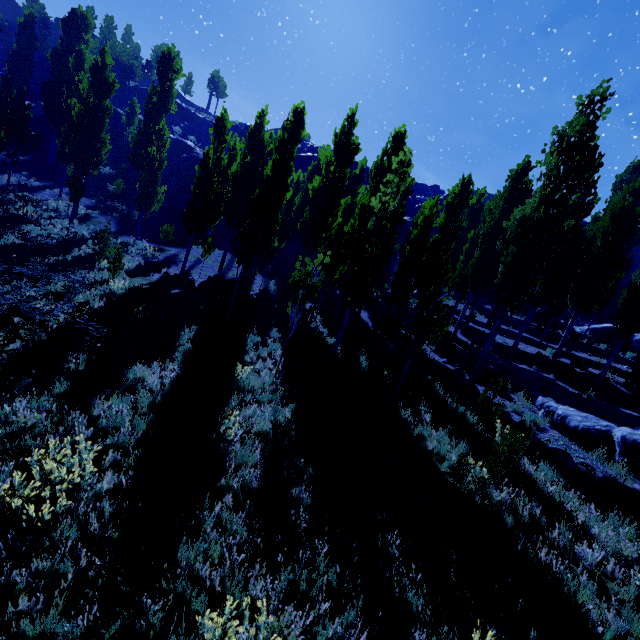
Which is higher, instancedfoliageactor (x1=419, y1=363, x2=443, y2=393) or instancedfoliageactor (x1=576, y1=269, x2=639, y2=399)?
instancedfoliageactor (x1=576, y1=269, x2=639, y2=399)

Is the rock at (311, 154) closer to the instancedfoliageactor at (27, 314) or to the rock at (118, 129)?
the rock at (118, 129)

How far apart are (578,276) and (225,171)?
24.1 meters

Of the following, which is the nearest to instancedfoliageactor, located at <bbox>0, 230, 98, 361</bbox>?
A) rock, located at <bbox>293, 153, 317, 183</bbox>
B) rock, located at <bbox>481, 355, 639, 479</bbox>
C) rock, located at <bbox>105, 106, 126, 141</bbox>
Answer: rock, located at <bbox>481, 355, 639, 479</bbox>

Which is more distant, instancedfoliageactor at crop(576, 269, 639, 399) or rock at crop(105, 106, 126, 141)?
rock at crop(105, 106, 126, 141)

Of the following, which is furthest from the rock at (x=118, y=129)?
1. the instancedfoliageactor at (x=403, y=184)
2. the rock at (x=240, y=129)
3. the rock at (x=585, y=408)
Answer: the rock at (x=585, y=408)

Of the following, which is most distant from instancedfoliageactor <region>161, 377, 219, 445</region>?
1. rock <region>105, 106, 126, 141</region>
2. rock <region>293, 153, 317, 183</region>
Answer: rock <region>293, 153, 317, 183</region>

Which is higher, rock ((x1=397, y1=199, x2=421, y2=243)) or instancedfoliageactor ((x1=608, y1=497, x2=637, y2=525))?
rock ((x1=397, y1=199, x2=421, y2=243))
